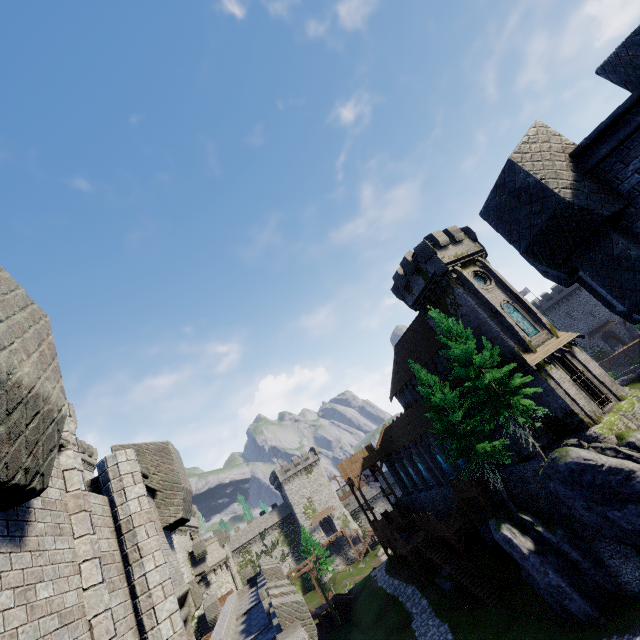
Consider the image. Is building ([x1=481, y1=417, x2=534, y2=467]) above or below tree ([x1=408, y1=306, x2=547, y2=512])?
below

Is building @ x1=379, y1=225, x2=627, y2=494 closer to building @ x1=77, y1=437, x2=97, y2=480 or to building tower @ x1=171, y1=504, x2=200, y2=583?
building tower @ x1=171, y1=504, x2=200, y2=583

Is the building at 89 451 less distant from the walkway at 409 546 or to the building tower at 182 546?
the building tower at 182 546

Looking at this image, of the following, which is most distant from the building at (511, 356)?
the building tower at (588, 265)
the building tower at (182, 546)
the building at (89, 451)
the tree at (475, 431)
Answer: the building at (89, 451)

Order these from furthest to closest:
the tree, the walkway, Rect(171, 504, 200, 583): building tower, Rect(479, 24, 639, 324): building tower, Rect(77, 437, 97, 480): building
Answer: Rect(77, 437, 97, 480): building < Rect(171, 504, 200, 583): building tower < the walkway < the tree < Rect(479, 24, 639, 324): building tower

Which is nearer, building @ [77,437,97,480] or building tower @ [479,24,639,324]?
building tower @ [479,24,639,324]

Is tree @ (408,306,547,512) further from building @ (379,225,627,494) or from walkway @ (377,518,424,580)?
walkway @ (377,518,424,580)

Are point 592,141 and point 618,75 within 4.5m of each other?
yes
